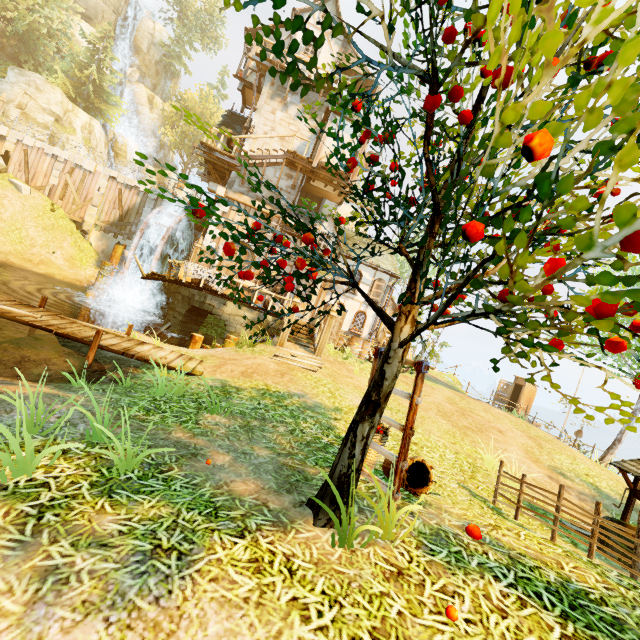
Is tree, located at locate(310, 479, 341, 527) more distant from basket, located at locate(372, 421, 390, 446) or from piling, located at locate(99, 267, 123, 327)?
piling, located at locate(99, 267, 123, 327)

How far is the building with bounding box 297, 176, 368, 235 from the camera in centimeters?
1853cm

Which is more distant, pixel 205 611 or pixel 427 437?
pixel 427 437

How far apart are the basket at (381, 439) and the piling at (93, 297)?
18.1m

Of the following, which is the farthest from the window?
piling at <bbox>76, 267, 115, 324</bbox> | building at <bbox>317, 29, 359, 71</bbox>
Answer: piling at <bbox>76, 267, 115, 324</bbox>

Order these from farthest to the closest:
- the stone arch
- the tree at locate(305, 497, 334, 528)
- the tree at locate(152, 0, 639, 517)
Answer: the stone arch
the tree at locate(305, 497, 334, 528)
the tree at locate(152, 0, 639, 517)

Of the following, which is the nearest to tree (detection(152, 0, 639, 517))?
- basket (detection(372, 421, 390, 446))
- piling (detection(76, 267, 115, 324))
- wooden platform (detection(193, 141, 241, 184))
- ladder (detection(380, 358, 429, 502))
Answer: ladder (detection(380, 358, 429, 502))

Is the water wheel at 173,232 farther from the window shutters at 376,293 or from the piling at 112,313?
the window shutters at 376,293
